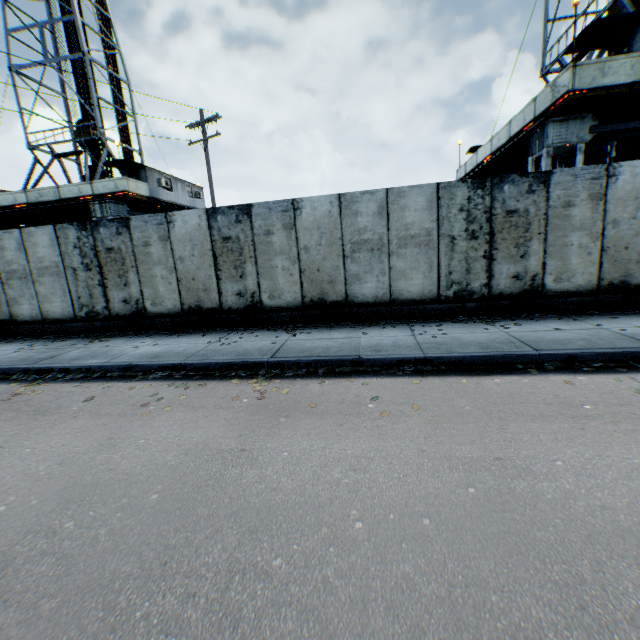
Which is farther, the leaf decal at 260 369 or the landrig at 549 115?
the landrig at 549 115

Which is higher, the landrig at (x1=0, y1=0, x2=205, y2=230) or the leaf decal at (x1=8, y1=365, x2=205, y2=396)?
the landrig at (x1=0, y1=0, x2=205, y2=230)

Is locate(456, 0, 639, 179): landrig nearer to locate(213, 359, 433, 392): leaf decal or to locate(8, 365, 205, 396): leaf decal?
locate(213, 359, 433, 392): leaf decal

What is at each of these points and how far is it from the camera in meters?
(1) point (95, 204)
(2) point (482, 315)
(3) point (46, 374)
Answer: (1) landrig, 18.7
(2) leaf decal, 8.2
(3) leaf decal, 7.0

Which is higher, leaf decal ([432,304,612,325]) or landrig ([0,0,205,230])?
landrig ([0,0,205,230])

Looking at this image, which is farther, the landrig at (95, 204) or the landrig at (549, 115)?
the landrig at (95, 204)

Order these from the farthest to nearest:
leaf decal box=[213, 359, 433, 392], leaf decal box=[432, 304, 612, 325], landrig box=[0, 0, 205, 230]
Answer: landrig box=[0, 0, 205, 230] < leaf decal box=[432, 304, 612, 325] < leaf decal box=[213, 359, 433, 392]

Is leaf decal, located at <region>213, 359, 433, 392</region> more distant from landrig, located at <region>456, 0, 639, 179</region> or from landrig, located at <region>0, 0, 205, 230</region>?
landrig, located at <region>0, 0, 205, 230</region>
